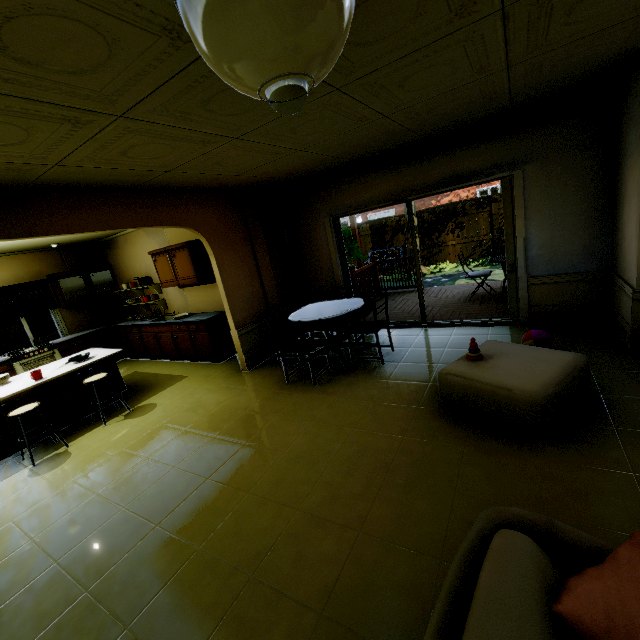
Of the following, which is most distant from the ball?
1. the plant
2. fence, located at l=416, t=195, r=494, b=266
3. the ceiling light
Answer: fence, located at l=416, t=195, r=494, b=266

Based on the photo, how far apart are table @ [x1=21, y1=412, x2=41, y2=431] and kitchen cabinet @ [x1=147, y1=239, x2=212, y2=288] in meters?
1.2 m

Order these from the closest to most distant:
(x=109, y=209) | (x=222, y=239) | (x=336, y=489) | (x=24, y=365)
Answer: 1. (x=336, y=489)
2. (x=109, y=209)
3. (x=222, y=239)
4. (x=24, y=365)

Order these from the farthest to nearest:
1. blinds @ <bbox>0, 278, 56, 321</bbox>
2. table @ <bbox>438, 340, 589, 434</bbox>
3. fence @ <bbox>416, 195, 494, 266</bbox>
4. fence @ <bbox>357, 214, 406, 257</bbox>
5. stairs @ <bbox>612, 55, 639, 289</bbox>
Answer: fence @ <bbox>357, 214, 406, 257</bbox> → fence @ <bbox>416, 195, 494, 266</bbox> → blinds @ <bbox>0, 278, 56, 321</bbox> → stairs @ <bbox>612, 55, 639, 289</bbox> → table @ <bbox>438, 340, 589, 434</bbox>

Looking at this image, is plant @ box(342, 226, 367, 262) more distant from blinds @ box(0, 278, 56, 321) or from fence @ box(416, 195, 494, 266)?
blinds @ box(0, 278, 56, 321)

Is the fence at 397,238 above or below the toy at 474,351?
above

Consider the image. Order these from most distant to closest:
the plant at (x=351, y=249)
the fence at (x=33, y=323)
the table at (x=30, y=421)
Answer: the fence at (x=33, y=323) → the plant at (x=351, y=249) → the table at (x=30, y=421)

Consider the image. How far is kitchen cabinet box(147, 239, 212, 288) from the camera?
5.7 meters
